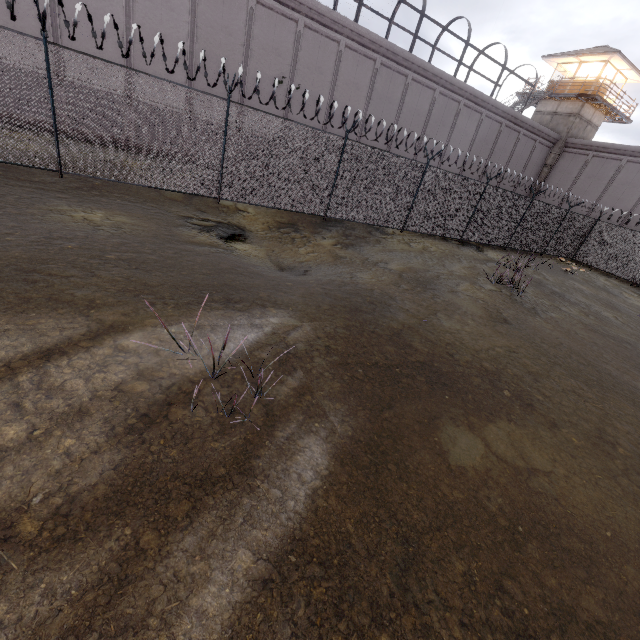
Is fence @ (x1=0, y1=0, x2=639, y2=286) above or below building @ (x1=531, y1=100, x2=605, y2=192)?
below

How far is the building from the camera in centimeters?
2712cm

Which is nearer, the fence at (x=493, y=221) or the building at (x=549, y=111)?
the fence at (x=493, y=221)

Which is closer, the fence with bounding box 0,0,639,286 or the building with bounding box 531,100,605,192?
the fence with bounding box 0,0,639,286

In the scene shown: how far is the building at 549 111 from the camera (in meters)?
27.12

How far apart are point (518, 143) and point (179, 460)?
33.6m
